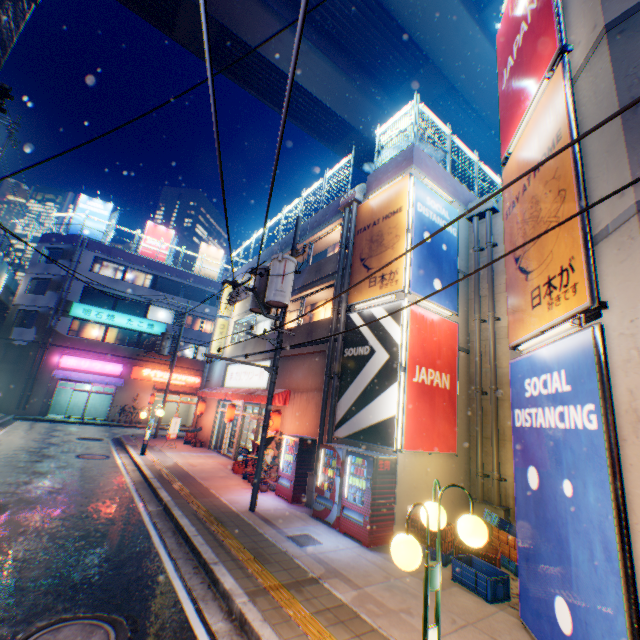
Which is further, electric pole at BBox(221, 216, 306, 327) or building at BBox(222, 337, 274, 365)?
building at BBox(222, 337, 274, 365)

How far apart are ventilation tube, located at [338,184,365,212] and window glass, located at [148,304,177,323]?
25.6m

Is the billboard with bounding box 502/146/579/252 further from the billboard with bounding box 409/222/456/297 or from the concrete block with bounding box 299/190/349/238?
the concrete block with bounding box 299/190/349/238

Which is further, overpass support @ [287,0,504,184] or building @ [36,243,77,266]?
building @ [36,243,77,266]

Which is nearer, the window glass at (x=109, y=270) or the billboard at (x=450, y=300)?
the billboard at (x=450, y=300)

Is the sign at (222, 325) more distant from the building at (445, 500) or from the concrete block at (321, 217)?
the concrete block at (321, 217)

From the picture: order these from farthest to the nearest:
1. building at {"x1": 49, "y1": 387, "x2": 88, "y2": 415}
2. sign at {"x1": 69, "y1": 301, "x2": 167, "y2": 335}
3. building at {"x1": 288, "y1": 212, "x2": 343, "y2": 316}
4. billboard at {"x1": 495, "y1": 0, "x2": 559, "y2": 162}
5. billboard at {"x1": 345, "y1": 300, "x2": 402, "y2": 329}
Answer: building at {"x1": 49, "y1": 387, "x2": 88, "y2": 415}
sign at {"x1": 69, "y1": 301, "x2": 167, "y2": 335}
building at {"x1": 288, "y1": 212, "x2": 343, "y2": 316}
billboard at {"x1": 345, "y1": 300, "x2": 402, "y2": 329}
billboard at {"x1": 495, "y1": 0, "x2": 559, "y2": 162}

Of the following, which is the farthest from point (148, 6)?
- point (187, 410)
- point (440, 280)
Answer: point (187, 410)
